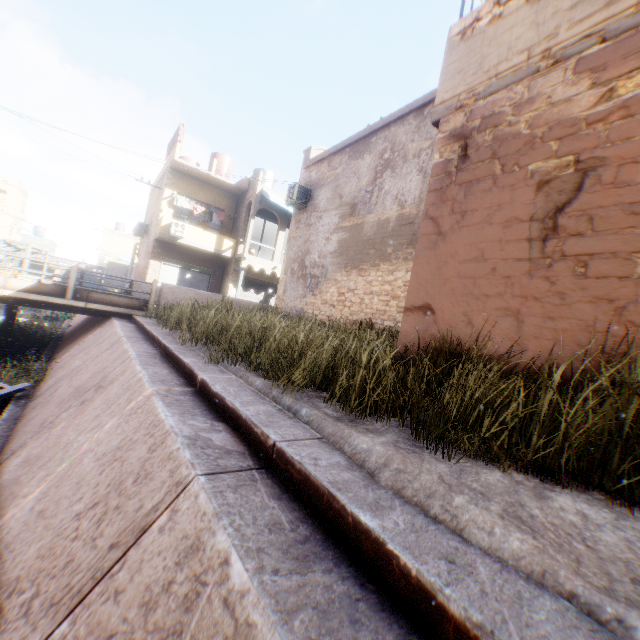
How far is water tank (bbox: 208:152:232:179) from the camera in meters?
23.5 m

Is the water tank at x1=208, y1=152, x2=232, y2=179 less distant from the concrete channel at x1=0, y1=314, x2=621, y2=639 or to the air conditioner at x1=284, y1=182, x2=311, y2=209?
the air conditioner at x1=284, y1=182, x2=311, y2=209

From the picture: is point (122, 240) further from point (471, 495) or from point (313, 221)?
point (471, 495)

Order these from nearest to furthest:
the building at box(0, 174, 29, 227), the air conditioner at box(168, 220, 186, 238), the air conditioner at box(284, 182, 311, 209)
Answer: the air conditioner at box(284, 182, 311, 209), the air conditioner at box(168, 220, 186, 238), the building at box(0, 174, 29, 227)

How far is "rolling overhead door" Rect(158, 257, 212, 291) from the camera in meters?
21.4

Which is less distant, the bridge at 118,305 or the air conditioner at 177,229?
the bridge at 118,305

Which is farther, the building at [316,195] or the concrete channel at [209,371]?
the building at [316,195]

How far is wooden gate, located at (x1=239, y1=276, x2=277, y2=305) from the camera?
23.00m
